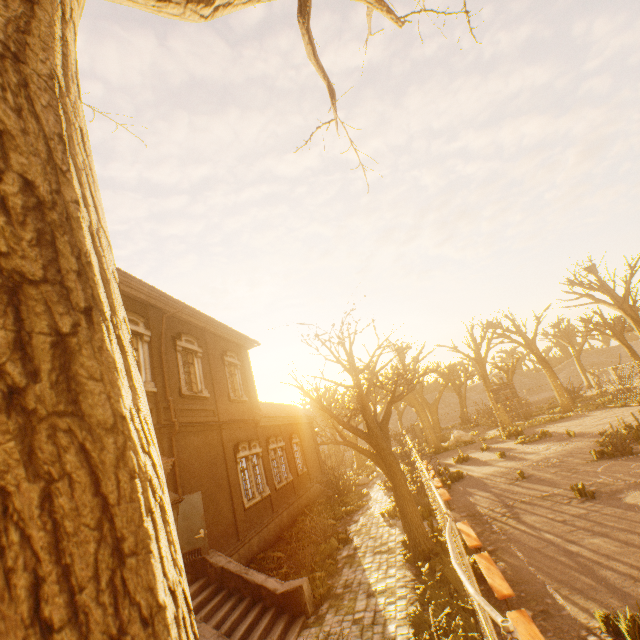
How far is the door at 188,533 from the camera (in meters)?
9.19

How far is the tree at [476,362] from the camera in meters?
29.9

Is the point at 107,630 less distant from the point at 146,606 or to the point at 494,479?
the point at 146,606

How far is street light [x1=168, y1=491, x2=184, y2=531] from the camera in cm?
521

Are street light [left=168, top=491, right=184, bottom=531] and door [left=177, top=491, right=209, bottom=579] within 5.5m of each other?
yes

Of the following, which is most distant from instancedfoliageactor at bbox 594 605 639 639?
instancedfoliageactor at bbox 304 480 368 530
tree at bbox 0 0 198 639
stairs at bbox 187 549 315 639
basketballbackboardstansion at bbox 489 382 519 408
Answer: basketballbackboardstansion at bbox 489 382 519 408

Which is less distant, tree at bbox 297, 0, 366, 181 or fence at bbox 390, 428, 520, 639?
fence at bbox 390, 428, 520, 639

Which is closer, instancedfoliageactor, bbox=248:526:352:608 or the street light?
the street light
